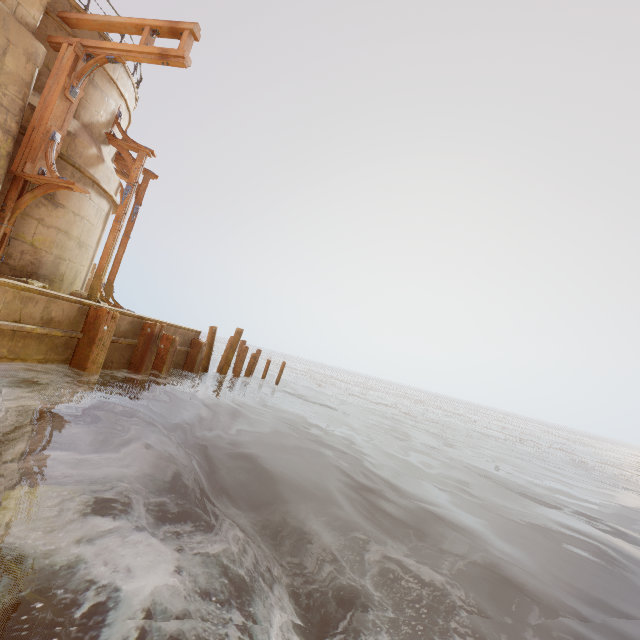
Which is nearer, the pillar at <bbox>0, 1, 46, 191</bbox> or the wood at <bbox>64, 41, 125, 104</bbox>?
Answer: the pillar at <bbox>0, 1, 46, 191</bbox>

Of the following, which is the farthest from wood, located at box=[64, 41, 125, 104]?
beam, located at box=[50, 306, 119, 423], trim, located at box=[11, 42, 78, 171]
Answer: beam, located at box=[50, 306, 119, 423]

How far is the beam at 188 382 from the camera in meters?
10.7 m

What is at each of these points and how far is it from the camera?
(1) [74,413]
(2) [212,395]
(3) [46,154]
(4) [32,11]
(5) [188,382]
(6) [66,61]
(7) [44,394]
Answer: (1) beam, 6.5m
(2) beam, 11.9m
(3) wood, 7.1m
(4) column, 7.0m
(5) beam, 10.7m
(6) trim, 7.4m
(7) building, 6.3m

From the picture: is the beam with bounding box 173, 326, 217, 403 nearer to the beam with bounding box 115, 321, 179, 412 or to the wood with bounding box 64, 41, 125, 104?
the beam with bounding box 115, 321, 179, 412

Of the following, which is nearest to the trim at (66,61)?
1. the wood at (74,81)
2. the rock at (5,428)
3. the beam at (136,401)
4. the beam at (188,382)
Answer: the wood at (74,81)

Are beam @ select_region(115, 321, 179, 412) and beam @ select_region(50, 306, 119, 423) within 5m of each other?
yes

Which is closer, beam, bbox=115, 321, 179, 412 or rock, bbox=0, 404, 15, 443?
rock, bbox=0, 404, 15, 443
